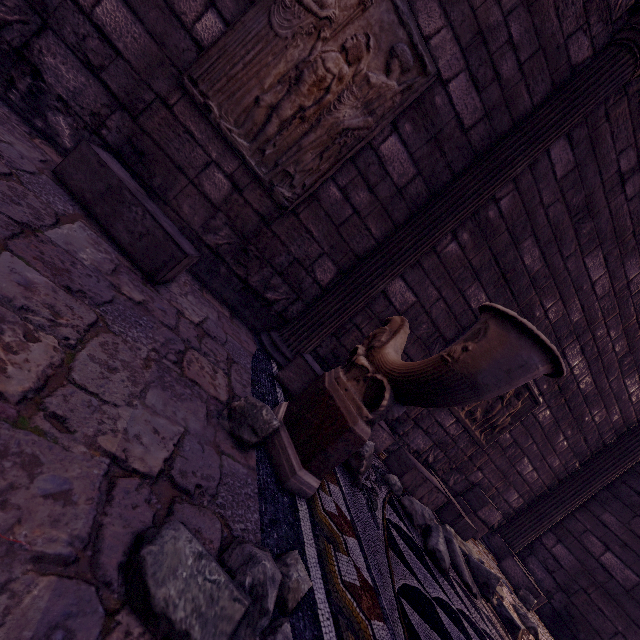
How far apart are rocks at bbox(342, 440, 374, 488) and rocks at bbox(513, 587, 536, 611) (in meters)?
3.83

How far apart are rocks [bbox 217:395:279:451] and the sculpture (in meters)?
0.06

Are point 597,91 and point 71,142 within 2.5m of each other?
no

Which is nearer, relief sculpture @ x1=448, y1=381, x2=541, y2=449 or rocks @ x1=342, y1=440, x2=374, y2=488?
rocks @ x1=342, y1=440, x2=374, y2=488

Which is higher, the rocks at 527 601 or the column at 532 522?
the column at 532 522

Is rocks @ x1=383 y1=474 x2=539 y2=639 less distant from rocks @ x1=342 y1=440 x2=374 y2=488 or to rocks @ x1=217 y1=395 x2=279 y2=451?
rocks @ x1=342 y1=440 x2=374 y2=488

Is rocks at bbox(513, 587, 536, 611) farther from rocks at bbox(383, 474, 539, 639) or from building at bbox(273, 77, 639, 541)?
rocks at bbox(383, 474, 539, 639)

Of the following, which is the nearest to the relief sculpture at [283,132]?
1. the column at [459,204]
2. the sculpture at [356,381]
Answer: the column at [459,204]
